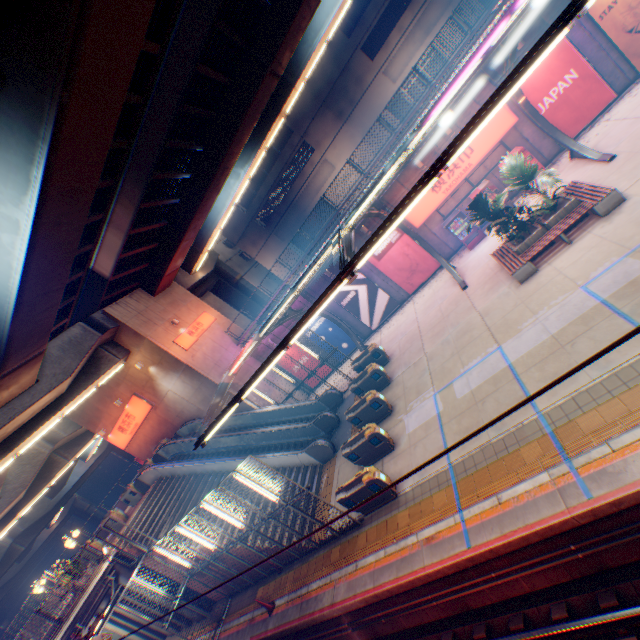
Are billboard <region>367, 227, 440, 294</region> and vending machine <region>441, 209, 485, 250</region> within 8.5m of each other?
yes

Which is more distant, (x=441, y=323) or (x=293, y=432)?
(x=293, y=432)

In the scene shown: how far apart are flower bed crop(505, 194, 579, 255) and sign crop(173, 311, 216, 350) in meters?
20.4

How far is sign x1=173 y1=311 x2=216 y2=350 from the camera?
21.67m

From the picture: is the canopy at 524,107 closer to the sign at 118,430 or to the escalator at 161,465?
the escalator at 161,465

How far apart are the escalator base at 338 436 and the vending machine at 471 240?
10.2m

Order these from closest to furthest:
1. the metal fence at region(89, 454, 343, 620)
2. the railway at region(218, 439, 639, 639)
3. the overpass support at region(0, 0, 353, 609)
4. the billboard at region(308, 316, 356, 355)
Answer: the railway at region(218, 439, 639, 639)
the overpass support at region(0, 0, 353, 609)
the metal fence at region(89, 454, 343, 620)
the billboard at region(308, 316, 356, 355)

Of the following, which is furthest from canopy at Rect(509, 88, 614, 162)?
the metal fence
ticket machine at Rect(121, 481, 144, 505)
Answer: ticket machine at Rect(121, 481, 144, 505)
